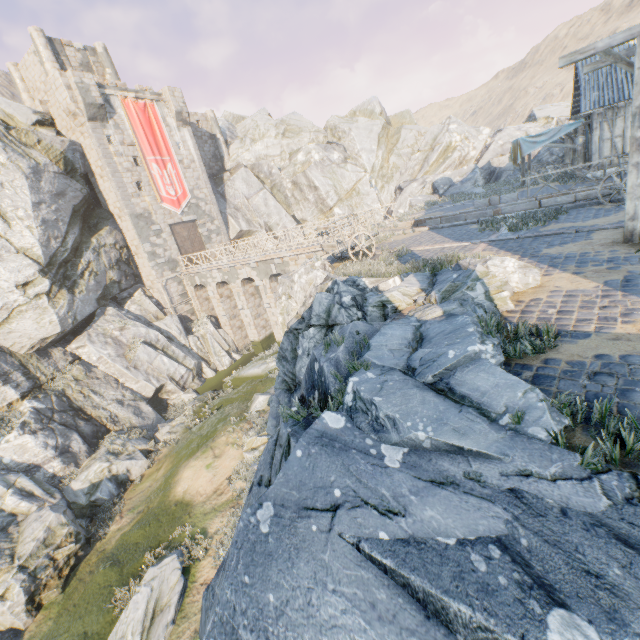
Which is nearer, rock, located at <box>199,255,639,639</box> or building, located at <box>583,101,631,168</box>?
rock, located at <box>199,255,639,639</box>

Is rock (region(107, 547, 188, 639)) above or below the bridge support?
below

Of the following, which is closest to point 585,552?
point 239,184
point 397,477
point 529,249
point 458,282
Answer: point 397,477

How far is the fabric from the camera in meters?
17.6 m

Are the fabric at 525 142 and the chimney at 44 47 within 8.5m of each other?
no

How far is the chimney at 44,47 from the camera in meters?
24.2 m

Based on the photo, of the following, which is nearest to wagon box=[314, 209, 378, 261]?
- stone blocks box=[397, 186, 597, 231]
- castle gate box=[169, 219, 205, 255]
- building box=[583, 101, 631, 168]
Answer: stone blocks box=[397, 186, 597, 231]

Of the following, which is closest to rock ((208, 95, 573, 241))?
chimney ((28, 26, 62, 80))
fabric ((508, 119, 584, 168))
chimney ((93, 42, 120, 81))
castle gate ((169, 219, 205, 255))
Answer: chimney ((28, 26, 62, 80))
